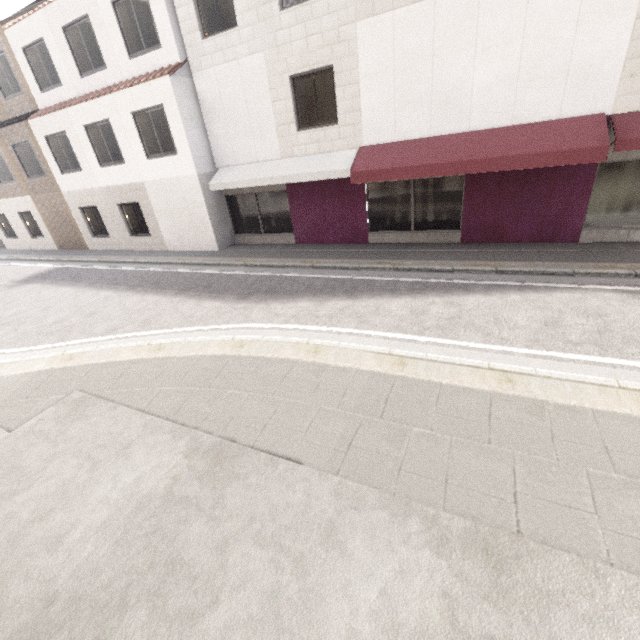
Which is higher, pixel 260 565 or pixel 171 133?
pixel 171 133
